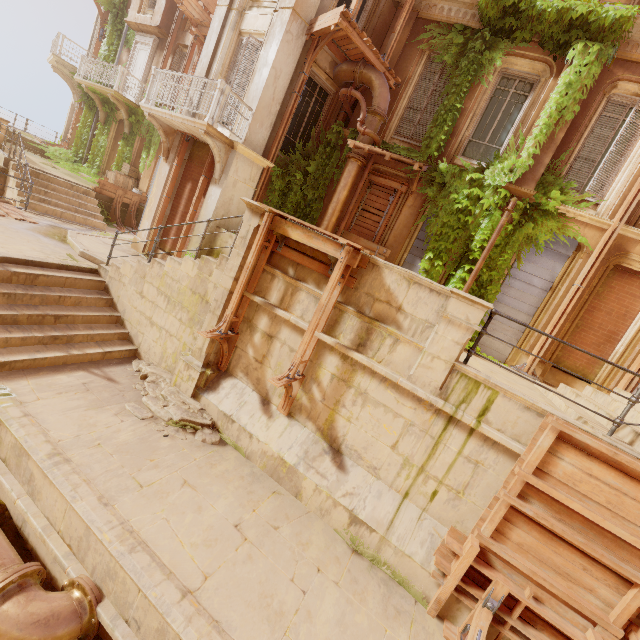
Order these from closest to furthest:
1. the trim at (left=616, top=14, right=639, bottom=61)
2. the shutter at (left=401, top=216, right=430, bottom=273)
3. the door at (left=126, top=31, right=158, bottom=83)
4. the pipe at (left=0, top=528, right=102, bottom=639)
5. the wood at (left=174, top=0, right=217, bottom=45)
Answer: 1. the pipe at (left=0, top=528, right=102, bottom=639)
2. the trim at (left=616, top=14, right=639, bottom=61)
3. the shutter at (left=401, top=216, right=430, bottom=273)
4. the wood at (left=174, top=0, right=217, bottom=45)
5. the door at (left=126, top=31, right=158, bottom=83)

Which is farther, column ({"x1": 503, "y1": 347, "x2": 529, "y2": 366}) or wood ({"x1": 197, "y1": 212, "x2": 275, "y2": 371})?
column ({"x1": 503, "y1": 347, "x2": 529, "y2": 366})

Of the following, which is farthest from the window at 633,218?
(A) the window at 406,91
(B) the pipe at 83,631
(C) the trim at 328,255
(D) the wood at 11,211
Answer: (D) the wood at 11,211

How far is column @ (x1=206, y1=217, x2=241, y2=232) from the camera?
9.96m

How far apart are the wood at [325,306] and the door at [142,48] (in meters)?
18.96

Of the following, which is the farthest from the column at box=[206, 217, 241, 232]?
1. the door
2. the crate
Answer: the door

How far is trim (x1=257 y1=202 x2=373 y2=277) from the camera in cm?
551

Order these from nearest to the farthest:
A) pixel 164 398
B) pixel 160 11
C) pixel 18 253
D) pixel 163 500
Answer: pixel 163 500 → pixel 164 398 → pixel 18 253 → pixel 160 11
